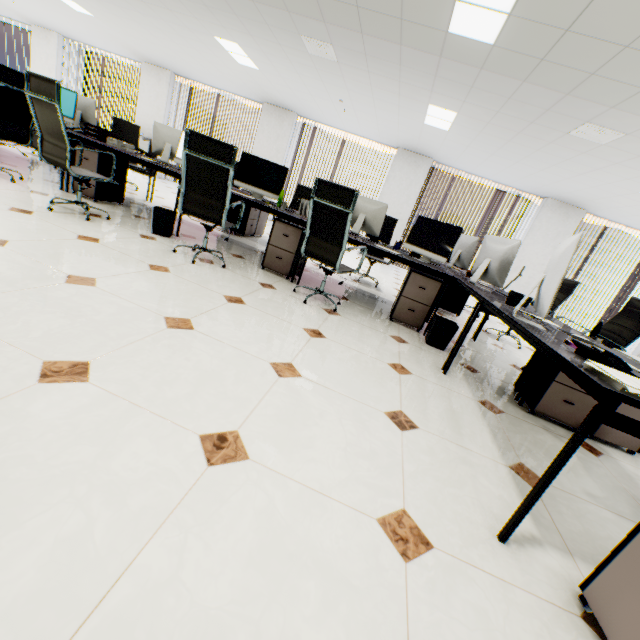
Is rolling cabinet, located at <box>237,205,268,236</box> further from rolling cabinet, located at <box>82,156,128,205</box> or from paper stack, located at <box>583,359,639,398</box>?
paper stack, located at <box>583,359,639,398</box>

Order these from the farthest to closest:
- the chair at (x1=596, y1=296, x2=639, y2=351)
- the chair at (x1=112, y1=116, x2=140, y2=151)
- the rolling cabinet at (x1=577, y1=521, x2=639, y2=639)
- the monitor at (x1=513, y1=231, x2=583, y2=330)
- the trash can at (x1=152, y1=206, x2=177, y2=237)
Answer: the chair at (x1=112, y1=116, x2=140, y2=151) < the trash can at (x1=152, y1=206, x2=177, y2=237) < the chair at (x1=596, y1=296, x2=639, y2=351) < the monitor at (x1=513, y1=231, x2=583, y2=330) < the rolling cabinet at (x1=577, y1=521, x2=639, y2=639)

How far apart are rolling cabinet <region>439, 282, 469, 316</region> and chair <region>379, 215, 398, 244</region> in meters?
1.0

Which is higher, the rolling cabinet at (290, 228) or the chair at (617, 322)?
the chair at (617, 322)

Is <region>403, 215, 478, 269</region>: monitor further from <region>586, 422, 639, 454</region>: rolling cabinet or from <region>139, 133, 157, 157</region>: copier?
<region>139, 133, 157, 157</region>: copier

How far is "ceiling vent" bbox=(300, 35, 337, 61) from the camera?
4.5 meters

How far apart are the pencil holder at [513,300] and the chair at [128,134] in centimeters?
686cm

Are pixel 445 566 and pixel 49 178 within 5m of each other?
no
